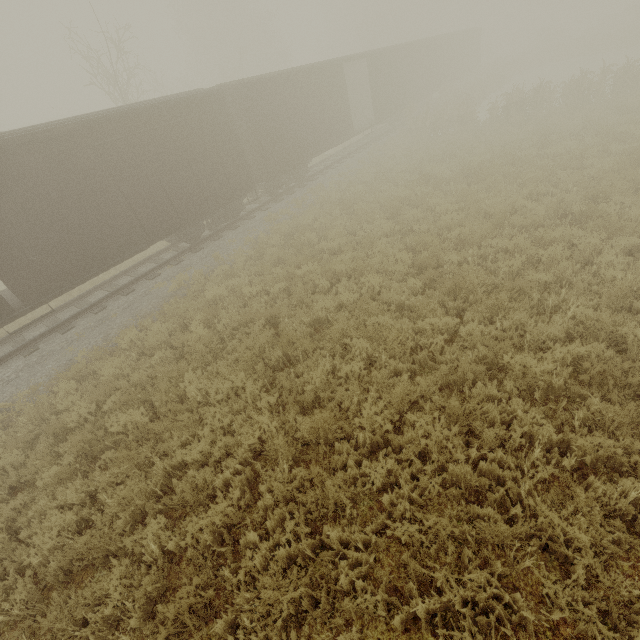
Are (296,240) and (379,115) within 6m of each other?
no

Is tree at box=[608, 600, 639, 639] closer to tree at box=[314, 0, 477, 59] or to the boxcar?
the boxcar

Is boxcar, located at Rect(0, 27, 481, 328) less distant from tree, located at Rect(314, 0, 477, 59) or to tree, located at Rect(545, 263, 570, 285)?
tree, located at Rect(545, 263, 570, 285)

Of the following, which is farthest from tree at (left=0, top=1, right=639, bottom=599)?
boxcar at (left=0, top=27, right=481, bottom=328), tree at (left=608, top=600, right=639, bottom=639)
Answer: boxcar at (left=0, top=27, right=481, bottom=328)

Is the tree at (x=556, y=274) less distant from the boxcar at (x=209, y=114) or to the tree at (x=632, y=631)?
the tree at (x=632, y=631)

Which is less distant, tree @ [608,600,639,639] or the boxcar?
tree @ [608,600,639,639]

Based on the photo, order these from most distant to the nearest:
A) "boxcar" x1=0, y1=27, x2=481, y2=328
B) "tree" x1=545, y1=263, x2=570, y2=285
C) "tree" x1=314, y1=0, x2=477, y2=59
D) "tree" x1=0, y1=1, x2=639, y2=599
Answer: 1. "tree" x1=314, y1=0, x2=477, y2=59
2. "boxcar" x1=0, y1=27, x2=481, y2=328
3. "tree" x1=545, y1=263, x2=570, y2=285
4. "tree" x1=0, y1=1, x2=639, y2=599

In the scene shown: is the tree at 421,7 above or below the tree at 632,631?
above
